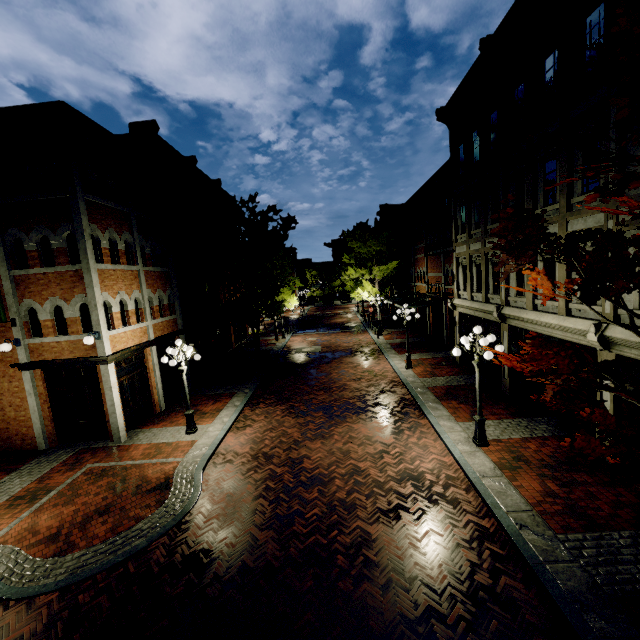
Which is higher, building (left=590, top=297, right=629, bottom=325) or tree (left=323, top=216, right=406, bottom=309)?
tree (left=323, top=216, right=406, bottom=309)

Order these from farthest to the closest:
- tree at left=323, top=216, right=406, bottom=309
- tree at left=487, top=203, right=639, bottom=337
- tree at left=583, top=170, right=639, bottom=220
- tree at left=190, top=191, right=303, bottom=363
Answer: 1. tree at left=323, top=216, right=406, bottom=309
2. tree at left=190, top=191, right=303, bottom=363
3. tree at left=583, top=170, right=639, bottom=220
4. tree at left=487, top=203, right=639, bottom=337

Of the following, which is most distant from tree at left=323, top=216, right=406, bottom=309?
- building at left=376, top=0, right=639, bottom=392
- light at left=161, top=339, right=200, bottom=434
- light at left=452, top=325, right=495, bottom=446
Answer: light at left=161, top=339, right=200, bottom=434

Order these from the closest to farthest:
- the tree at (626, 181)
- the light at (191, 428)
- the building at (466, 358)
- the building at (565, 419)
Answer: the tree at (626, 181)
the building at (565, 419)
the light at (191, 428)
the building at (466, 358)

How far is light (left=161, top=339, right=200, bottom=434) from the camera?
11.7m

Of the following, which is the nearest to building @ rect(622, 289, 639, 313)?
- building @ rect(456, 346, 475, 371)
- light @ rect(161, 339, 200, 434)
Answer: building @ rect(456, 346, 475, 371)

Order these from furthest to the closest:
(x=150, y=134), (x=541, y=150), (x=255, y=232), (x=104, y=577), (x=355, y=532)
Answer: (x=255, y=232)
(x=150, y=134)
(x=541, y=150)
(x=355, y=532)
(x=104, y=577)

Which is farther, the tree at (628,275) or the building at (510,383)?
the building at (510,383)
